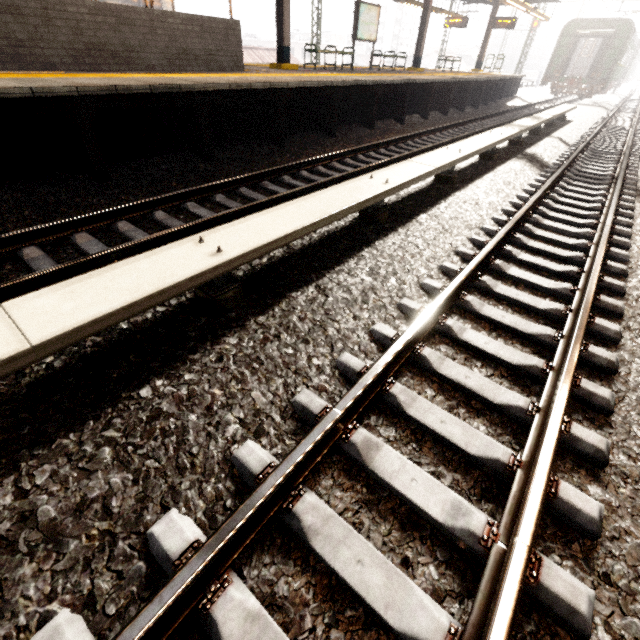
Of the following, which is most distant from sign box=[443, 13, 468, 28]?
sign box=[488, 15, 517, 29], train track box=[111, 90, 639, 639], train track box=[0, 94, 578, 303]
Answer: train track box=[111, 90, 639, 639]

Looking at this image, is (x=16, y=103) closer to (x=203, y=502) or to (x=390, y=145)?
(x=203, y=502)

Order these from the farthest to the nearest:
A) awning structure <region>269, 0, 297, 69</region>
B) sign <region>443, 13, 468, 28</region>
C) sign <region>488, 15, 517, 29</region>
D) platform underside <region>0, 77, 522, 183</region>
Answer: sign <region>443, 13, 468, 28</region>
sign <region>488, 15, 517, 29</region>
awning structure <region>269, 0, 297, 69</region>
platform underside <region>0, 77, 522, 183</region>

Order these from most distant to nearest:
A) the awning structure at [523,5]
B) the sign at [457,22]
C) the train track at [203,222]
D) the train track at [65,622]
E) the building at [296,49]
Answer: the building at [296,49]
the sign at [457,22]
the awning structure at [523,5]
the train track at [203,222]
the train track at [65,622]

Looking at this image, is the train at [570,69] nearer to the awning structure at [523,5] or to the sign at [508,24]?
the awning structure at [523,5]

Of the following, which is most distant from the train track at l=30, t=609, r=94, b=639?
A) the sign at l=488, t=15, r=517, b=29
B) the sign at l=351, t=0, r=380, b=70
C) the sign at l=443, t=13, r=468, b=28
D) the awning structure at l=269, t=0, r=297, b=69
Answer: the sign at l=443, t=13, r=468, b=28

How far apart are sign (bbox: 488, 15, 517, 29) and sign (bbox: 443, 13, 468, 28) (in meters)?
1.39

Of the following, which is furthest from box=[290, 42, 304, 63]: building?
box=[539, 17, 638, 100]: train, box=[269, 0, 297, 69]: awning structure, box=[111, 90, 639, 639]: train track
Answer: box=[111, 90, 639, 639]: train track
